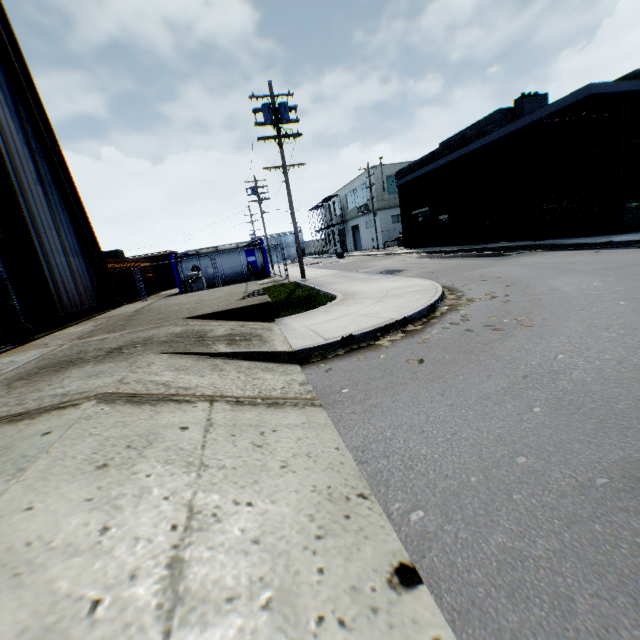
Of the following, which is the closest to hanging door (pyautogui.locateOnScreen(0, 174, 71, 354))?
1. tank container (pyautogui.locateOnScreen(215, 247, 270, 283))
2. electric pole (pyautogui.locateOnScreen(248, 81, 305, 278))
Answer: electric pole (pyautogui.locateOnScreen(248, 81, 305, 278))

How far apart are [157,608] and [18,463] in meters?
1.6

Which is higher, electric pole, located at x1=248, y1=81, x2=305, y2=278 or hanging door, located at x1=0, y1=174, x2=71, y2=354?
electric pole, located at x1=248, y1=81, x2=305, y2=278

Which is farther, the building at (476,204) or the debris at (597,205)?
the debris at (597,205)

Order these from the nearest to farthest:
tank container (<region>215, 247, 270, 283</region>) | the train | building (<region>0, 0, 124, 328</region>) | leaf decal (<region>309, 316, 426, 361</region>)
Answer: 1. leaf decal (<region>309, 316, 426, 361</region>)
2. building (<region>0, 0, 124, 328</region>)
3. tank container (<region>215, 247, 270, 283</region>)
4. the train

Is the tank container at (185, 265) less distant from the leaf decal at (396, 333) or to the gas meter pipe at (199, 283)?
the gas meter pipe at (199, 283)

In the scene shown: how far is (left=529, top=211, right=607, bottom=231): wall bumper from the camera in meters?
14.4

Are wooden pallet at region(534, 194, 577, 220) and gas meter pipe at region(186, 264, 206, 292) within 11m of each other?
no
